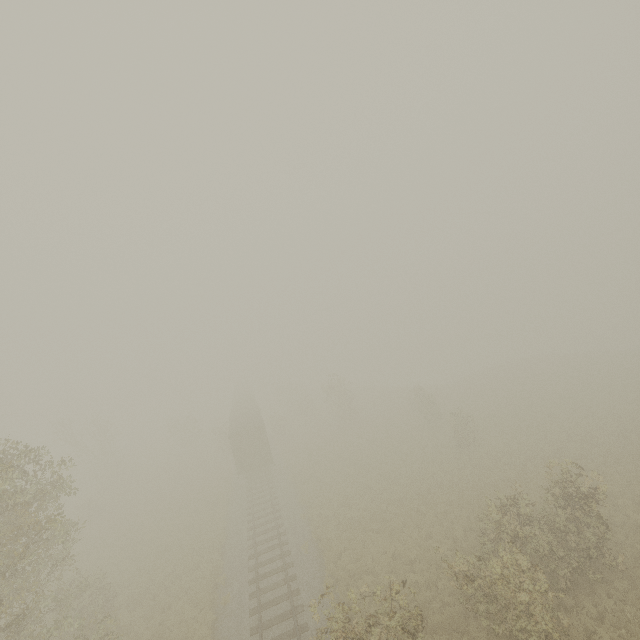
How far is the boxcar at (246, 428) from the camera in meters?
29.6

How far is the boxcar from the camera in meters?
29.6 m

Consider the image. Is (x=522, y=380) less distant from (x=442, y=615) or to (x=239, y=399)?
(x=442, y=615)
